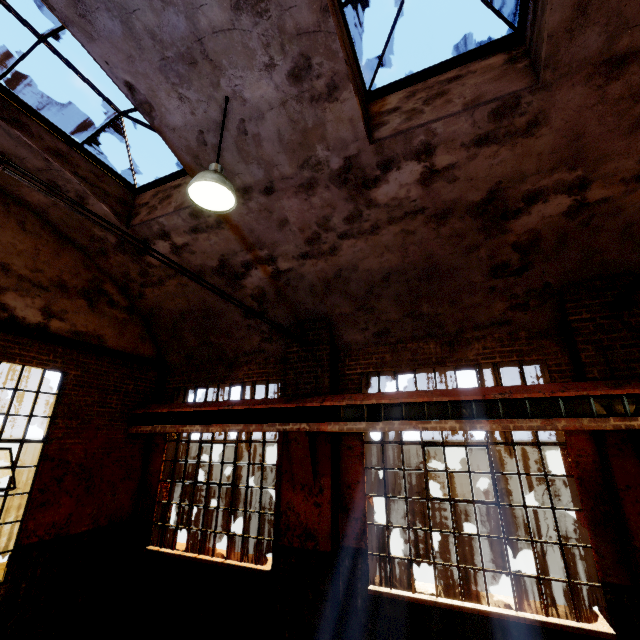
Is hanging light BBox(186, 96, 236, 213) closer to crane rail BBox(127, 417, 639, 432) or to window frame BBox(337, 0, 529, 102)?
window frame BBox(337, 0, 529, 102)

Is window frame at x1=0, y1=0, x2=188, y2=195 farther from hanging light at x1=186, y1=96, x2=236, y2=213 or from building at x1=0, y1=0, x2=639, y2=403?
hanging light at x1=186, y1=96, x2=236, y2=213

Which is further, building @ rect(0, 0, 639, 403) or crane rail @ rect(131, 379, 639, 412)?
crane rail @ rect(131, 379, 639, 412)

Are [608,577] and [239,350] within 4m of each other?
no

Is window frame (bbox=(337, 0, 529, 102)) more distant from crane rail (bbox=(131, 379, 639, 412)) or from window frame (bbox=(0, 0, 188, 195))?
crane rail (bbox=(131, 379, 639, 412))

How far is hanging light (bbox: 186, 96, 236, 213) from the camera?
3.5m

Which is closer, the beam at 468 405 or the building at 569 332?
the building at 569 332

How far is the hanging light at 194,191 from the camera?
3.51m
